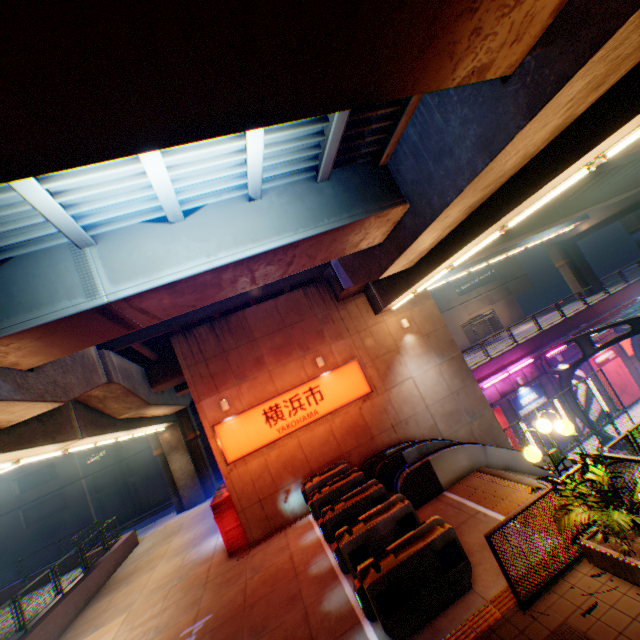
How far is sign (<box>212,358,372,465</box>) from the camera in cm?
1280

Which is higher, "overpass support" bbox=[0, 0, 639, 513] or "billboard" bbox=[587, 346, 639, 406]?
"overpass support" bbox=[0, 0, 639, 513]

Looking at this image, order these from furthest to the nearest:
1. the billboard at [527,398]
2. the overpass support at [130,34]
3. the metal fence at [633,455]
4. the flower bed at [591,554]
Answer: the billboard at [527,398], the metal fence at [633,455], the flower bed at [591,554], the overpass support at [130,34]

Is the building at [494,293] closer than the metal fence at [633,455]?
No

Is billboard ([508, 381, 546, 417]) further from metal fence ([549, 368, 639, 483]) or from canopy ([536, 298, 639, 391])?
metal fence ([549, 368, 639, 483])

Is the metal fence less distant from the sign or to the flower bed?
the flower bed

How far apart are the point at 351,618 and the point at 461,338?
42.7 meters

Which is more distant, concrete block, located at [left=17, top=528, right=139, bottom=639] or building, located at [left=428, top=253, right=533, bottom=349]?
building, located at [left=428, top=253, right=533, bottom=349]
